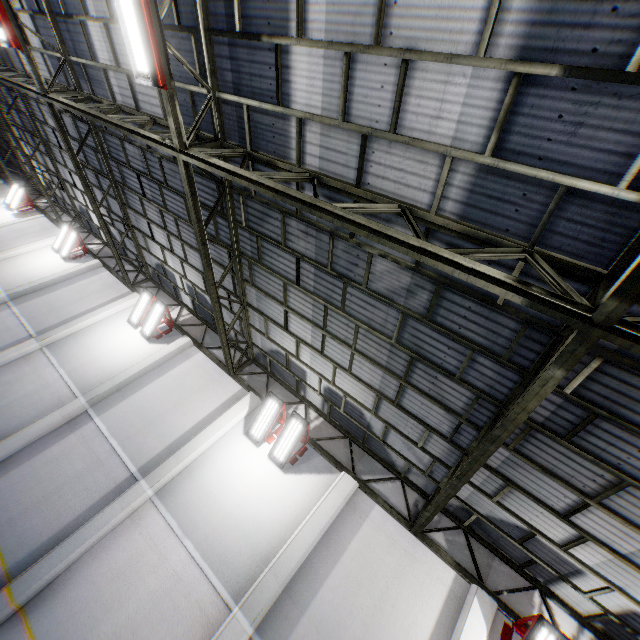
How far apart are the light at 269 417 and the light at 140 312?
6.6 meters

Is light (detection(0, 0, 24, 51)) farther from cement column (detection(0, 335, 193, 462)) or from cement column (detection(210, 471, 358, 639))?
cement column (detection(210, 471, 358, 639))

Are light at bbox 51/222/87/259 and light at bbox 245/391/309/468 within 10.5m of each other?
no

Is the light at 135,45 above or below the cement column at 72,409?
above

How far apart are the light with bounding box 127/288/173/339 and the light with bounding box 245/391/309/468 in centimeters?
663cm

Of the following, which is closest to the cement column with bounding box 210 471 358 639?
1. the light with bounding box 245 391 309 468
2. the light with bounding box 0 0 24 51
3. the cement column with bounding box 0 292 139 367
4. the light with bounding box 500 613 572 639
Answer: the light with bounding box 245 391 309 468

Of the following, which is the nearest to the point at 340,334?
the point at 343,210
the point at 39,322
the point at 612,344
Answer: the point at 343,210

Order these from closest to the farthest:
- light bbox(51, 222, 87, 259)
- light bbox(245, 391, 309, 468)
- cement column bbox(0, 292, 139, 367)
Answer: light bbox(245, 391, 309, 468), cement column bbox(0, 292, 139, 367), light bbox(51, 222, 87, 259)
